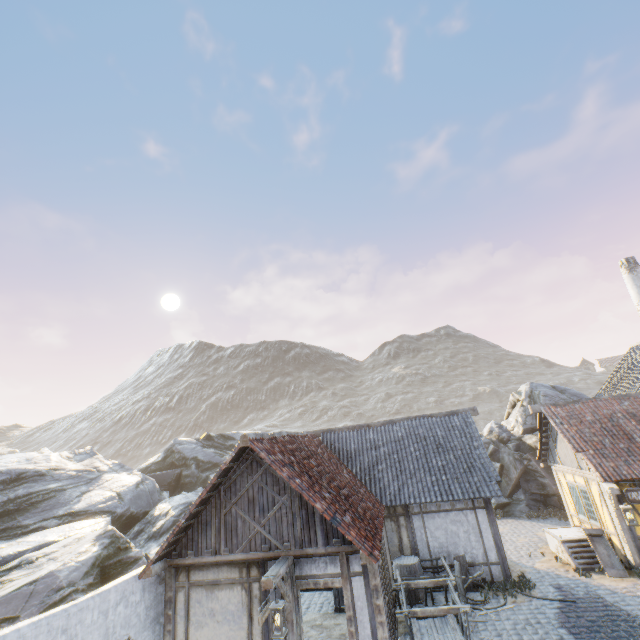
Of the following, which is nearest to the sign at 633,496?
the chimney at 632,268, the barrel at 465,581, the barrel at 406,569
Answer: the chimney at 632,268

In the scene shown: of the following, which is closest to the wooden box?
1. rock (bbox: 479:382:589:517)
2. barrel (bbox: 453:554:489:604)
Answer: barrel (bbox: 453:554:489:604)

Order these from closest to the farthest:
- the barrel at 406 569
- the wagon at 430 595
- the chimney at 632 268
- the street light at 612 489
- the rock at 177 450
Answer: the wagon at 430 595, the rock at 177 450, the street light at 612 489, the barrel at 406 569, the chimney at 632 268

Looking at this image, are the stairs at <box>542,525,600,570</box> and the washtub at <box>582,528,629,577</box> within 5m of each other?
yes

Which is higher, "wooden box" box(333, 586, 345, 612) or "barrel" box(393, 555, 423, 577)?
"barrel" box(393, 555, 423, 577)

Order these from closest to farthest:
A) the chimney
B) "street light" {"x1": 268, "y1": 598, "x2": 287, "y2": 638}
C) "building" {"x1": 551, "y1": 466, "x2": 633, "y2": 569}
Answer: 1. "street light" {"x1": 268, "y1": 598, "x2": 287, "y2": 638}
2. "building" {"x1": 551, "y1": 466, "x2": 633, "y2": 569}
3. the chimney

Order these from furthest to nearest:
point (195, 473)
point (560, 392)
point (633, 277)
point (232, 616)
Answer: point (195, 473), point (560, 392), point (633, 277), point (232, 616)

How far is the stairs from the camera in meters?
11.8
